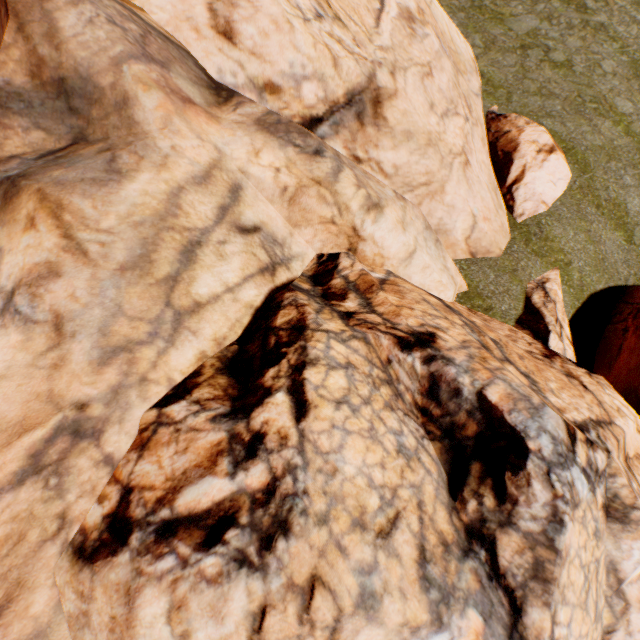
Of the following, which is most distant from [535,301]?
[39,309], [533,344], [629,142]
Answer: [39,309]
